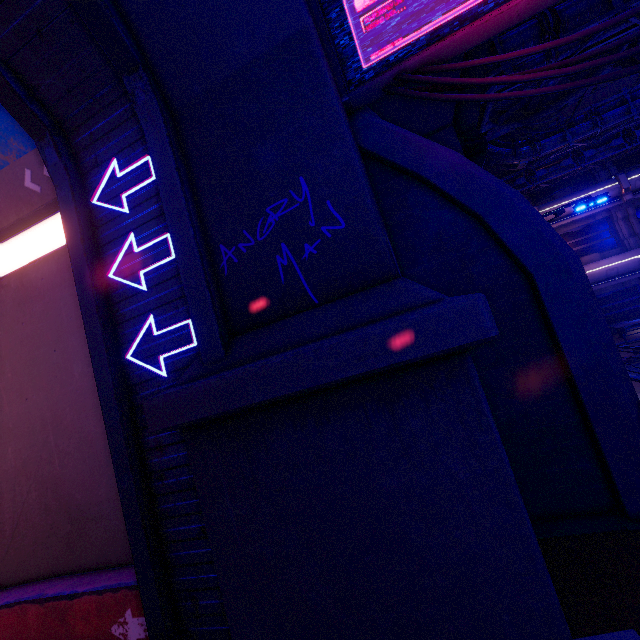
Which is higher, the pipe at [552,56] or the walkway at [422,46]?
the pipe at [552,56]

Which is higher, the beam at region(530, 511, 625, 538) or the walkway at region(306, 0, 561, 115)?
the walkway at region(306, 0, 561, 115)

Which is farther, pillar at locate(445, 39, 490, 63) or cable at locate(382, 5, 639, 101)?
pillar at locate(445, 39, 490, 63)

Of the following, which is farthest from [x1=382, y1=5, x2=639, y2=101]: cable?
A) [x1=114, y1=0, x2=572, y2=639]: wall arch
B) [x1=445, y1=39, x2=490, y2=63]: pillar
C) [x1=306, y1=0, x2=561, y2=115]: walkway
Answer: [x1=445, y1=39, x2=490, y2=63]: pillar

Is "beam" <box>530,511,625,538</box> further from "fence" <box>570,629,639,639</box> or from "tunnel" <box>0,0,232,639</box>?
"tunnel" <box>0,0,232,639</box>

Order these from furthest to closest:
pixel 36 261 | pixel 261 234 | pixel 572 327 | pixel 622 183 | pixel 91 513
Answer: pixel 622 183, pixel 36 261, pixel 91 513, pixel 572 327, pixel 261 234

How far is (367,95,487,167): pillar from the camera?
7.8m

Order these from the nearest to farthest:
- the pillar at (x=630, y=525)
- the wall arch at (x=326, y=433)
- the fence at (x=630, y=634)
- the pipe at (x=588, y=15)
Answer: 1. the fence at (x=630, y=634)
2. the wall arch at (x=326, y=433)
3. the pillar at (x=630, y=525)
4. the pipe at (x=588, y=15)
